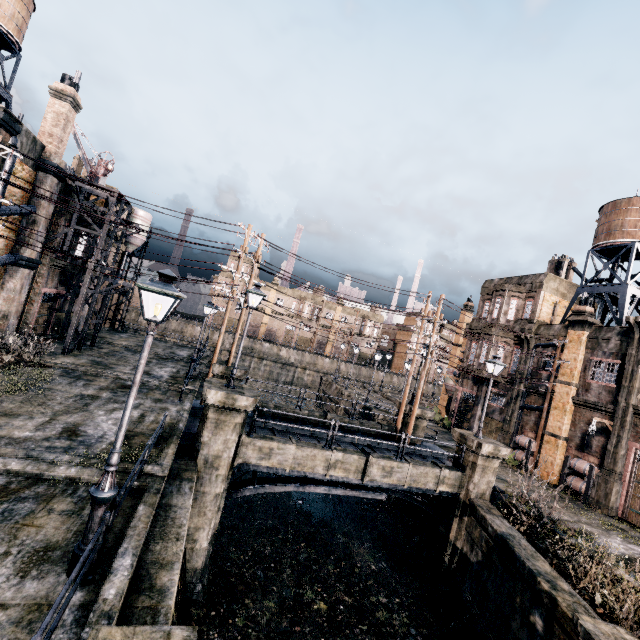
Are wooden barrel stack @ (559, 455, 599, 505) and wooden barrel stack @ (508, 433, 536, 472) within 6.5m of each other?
yes

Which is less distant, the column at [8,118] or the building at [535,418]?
the column at [8,118]

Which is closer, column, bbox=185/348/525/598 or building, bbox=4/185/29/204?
column, bbox=185/348/525/598

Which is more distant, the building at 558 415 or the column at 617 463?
the building at 558 415

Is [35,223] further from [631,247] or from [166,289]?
[631,247]

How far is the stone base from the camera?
12.4m

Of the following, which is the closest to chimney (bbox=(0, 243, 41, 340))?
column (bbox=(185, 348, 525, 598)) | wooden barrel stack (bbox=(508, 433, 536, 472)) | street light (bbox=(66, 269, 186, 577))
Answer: column (bbox=(185, 348, 525, 598))

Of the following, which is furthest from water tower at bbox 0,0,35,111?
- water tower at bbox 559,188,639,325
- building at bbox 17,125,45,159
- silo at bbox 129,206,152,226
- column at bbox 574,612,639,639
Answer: water tower at bbox 559,188,639,325
